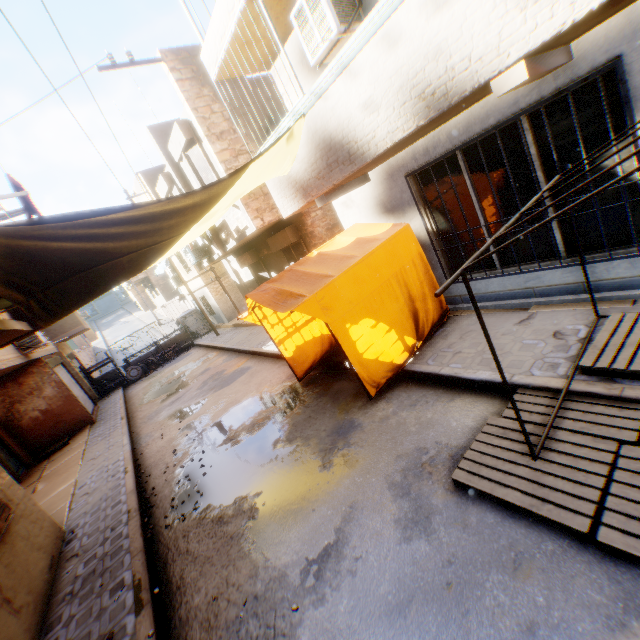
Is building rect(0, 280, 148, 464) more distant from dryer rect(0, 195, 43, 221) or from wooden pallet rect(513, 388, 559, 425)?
wooden pallet rect(513, 388, 559, 425)

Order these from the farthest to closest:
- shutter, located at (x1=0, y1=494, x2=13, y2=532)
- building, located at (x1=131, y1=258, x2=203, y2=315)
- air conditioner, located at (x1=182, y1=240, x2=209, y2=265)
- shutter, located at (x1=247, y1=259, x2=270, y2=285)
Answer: building, located at (x1=131, y1=258, x2=203, y2=315), shutter, located at (x1=247, y1=259, x2=270, y2=285), air conditioner, located at (x1=182, y1=240, x2=209, y2=265), shutter, located at (x1=0, y1=494, x2=13, y2=532)

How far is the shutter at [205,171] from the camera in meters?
9.7

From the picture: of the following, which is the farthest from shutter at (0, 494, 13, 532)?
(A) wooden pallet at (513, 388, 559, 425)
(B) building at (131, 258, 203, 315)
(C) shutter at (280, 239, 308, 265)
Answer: (B) building at (131, 258, 203, 315)

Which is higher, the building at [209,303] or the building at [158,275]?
the building at [158,275]

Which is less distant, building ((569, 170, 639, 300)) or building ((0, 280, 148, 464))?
building ((569, 170, 639, 300))

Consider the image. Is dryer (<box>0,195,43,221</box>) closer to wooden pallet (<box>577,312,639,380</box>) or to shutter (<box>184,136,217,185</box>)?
shutter (<box>184,136,217,185</box>)

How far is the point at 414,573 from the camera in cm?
295
